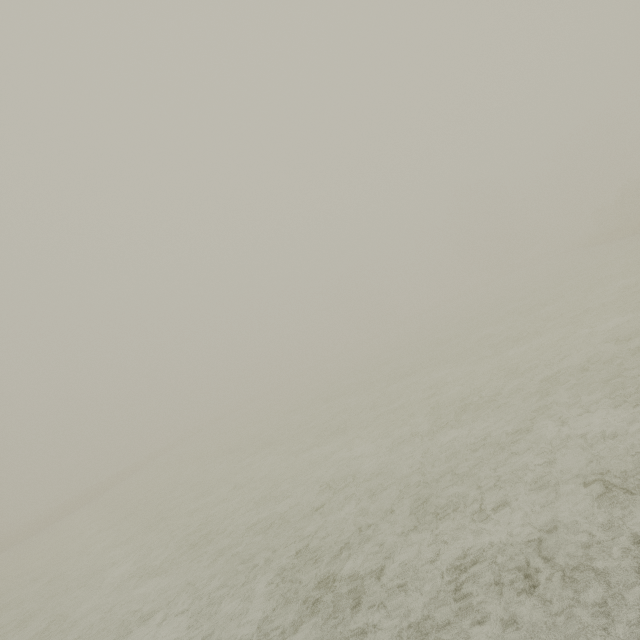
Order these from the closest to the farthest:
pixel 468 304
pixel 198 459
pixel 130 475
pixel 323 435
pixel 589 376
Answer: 1. pixel 589 376
2. pixel 323 435
3. pixel 198 459
4. pixel 130 475
5. pixel 468 304
